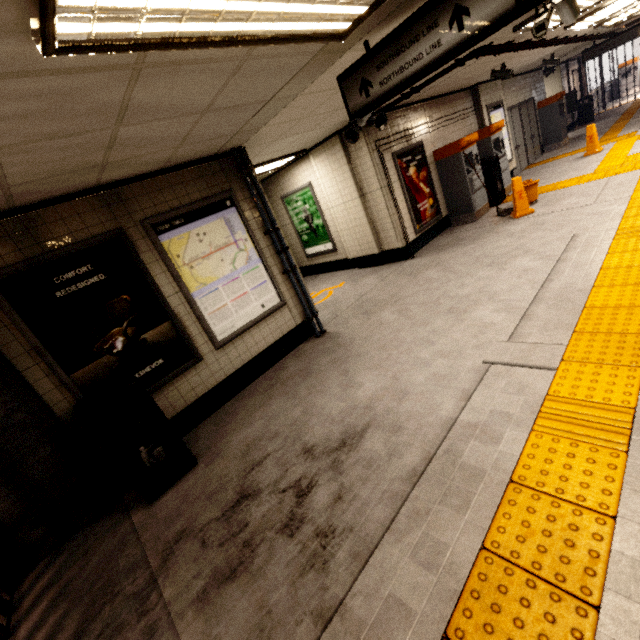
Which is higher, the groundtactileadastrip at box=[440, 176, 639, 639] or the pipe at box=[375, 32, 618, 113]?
the pipe at box=[375, 32, 618, 113]

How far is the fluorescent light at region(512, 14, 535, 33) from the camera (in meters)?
4.38

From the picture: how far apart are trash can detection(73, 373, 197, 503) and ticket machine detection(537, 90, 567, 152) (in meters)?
16.36

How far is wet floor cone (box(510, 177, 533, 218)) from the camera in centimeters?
652cm

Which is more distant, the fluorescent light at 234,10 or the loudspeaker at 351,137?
the loudspeaker at 351,137

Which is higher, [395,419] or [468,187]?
[468,187]

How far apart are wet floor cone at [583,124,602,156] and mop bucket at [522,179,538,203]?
3.88m

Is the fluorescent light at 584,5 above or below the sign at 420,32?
above
